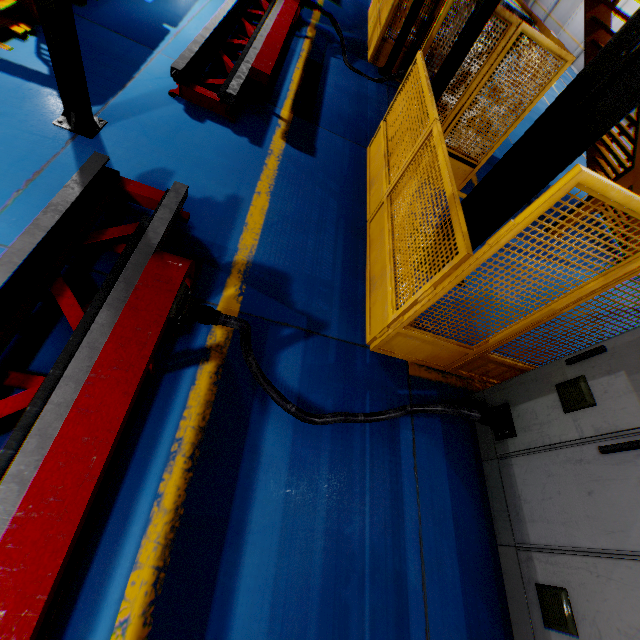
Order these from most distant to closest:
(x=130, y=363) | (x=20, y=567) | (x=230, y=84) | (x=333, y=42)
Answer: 1. (x=333, y=42)
2. (x=230, y=84)
3. (x=130, y=363)
4. (x=20, y=567)

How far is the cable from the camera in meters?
2.5 m

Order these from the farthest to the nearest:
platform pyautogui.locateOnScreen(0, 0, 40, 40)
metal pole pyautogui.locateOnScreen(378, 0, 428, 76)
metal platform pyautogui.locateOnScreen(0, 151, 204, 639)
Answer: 1. metal pole pyautogui.locateOnScreen(378, 0, 428, 76)
2. platform pyautogui.locateOnScreen(0, 0, 40, 40)
3. metal platform pyautogui.locateOnScreen(0, 151, 204, 639)

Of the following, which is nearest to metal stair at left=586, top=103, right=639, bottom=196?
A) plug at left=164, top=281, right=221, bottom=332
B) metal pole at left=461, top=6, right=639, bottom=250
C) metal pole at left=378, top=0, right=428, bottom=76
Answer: metal pole at left=378, top=0, right=428, bottom=76

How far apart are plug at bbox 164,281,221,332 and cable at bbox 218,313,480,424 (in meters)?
0.04

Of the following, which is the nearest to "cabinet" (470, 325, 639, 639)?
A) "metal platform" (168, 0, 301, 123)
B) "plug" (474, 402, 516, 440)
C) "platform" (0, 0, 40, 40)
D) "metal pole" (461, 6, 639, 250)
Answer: "plug" (474, 402, 516, 440)

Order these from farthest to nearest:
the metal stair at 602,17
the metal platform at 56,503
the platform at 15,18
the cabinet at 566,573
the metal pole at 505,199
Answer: the metal stair at 602,17 → the platform at 15,18 → the metal pole at 505,199 → the cabinet at 566,573 → the metal platform at 56,503

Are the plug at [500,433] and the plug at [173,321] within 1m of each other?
no
